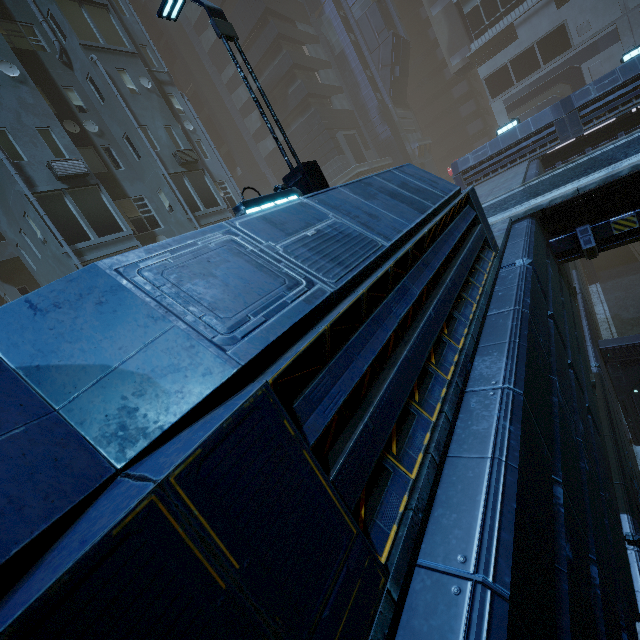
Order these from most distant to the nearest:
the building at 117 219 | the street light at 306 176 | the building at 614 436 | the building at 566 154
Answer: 1. the building at 566 154
2. the street light at 306 176
3. the building at 614 436
4. the building at 117 219

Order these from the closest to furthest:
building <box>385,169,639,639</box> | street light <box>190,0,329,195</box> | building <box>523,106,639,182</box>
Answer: building <box>385,169,639,639</box> < street light <box>190,0,329,195</box> < building <box>523,106,639,182</box>

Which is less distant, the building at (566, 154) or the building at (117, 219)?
the building at (117, 219)

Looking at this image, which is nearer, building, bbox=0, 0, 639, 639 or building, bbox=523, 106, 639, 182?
building, bbox=0, 0, 639, 639

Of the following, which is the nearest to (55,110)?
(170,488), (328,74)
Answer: (170,488)

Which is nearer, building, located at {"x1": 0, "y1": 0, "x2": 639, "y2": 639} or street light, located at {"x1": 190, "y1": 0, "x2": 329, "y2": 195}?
building, located at {"x1": 0, "y1": 0, "x2": 639, "y2": 639}
